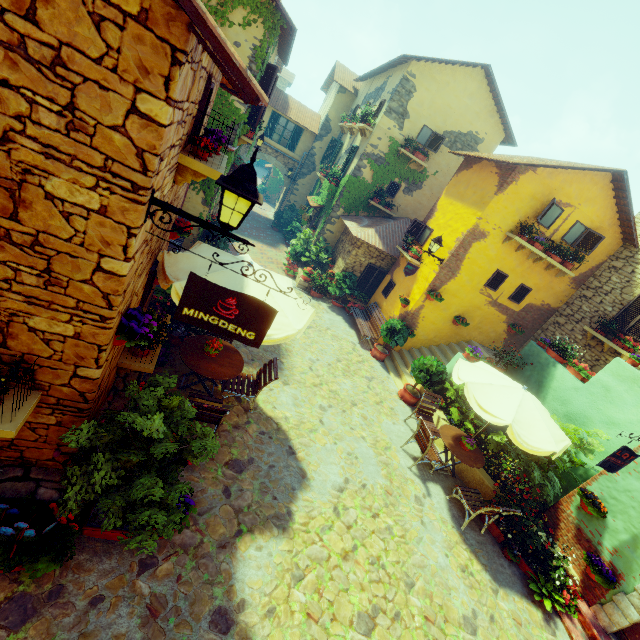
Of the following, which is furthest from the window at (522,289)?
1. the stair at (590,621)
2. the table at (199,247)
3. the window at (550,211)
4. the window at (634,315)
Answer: the table at (199,247)

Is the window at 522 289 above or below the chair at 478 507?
above

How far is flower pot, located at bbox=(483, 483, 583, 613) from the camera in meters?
6.0 m

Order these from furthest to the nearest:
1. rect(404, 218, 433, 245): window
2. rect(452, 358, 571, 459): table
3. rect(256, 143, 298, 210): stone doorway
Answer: rect(256, 143, 298, 210): stone doorway, rect(404, 218, 433, 245): window, rect(452, 358, 571, 459): table

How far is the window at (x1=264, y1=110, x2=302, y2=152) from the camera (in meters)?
20.09

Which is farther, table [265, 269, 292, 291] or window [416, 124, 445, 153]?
window [416, 124, 445, 153]

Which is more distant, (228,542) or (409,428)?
(409,428)

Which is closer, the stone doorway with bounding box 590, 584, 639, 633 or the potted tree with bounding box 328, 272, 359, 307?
the stone doorway with bounding box 590, 584, 639, 633
